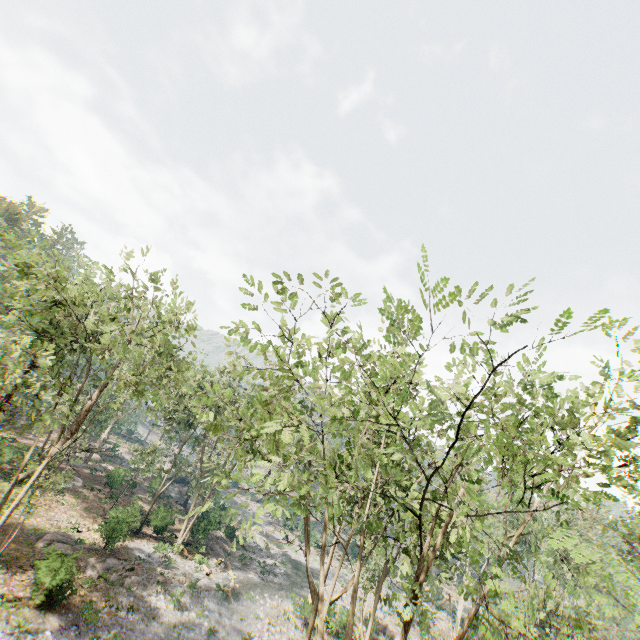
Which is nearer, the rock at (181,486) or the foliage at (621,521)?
the foliage at (621,521)

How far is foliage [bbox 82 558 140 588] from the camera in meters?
22.2

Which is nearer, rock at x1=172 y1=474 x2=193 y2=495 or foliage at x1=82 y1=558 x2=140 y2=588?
foliage at x1=82 y1=558 x2=140 y2=588

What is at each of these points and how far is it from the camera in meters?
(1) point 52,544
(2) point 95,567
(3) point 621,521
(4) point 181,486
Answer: (1) foliage, 22.9 m
(2) foliage, 22.8 m
(3) foliage, 26.9 m
(4) rock, 49.1 m

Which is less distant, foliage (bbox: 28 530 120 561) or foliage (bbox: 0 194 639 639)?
foliage (bbox: 0 194 639 639)

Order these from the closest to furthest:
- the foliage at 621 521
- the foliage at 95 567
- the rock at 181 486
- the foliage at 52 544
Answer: the foliage at 621 521, the foliage at 52 544, the foliage at 95 567, the rock at 181 486

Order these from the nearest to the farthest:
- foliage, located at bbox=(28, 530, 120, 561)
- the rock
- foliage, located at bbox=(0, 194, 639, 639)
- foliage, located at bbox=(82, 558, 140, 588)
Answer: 1. foliage, located at bbox=(0, 194, 639, 639)
2. foliage, located at bbox=(28, 530, 120, 561)
3. foliage, located at bbox=(82, 558, 140, 588)
4. the rock

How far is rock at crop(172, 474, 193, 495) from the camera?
47.7m
